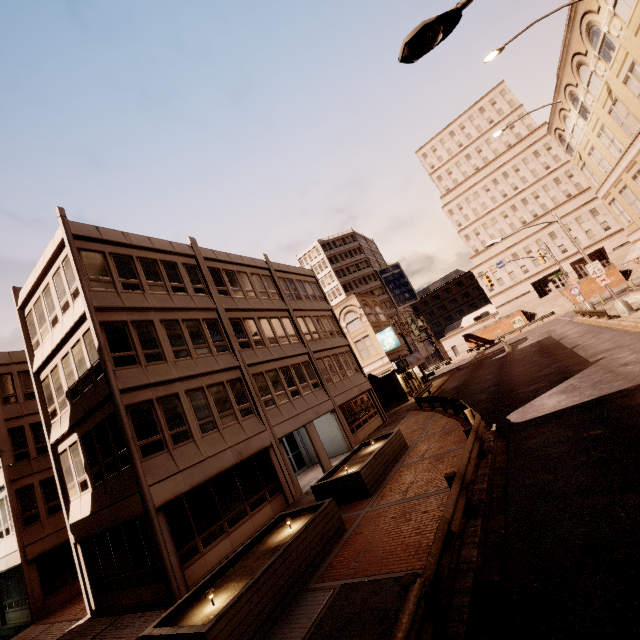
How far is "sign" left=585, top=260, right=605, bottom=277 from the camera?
23.78m

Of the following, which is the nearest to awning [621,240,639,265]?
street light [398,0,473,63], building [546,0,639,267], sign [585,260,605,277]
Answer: building [546,0,639,267]

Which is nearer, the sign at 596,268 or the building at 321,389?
the building at 321,389

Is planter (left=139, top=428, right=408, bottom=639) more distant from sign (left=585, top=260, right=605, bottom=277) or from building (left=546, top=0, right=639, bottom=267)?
sign (left=585, top=260, right=605, bottom=277)

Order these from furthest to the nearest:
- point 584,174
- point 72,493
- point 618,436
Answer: point 584,174 < point 72,493 < point 618,436

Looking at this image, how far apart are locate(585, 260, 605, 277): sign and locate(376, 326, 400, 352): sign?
16.9m

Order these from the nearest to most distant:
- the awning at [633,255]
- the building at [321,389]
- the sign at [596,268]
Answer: the building at [321,389] → the sign at [596,268] → the awning at [633,255]

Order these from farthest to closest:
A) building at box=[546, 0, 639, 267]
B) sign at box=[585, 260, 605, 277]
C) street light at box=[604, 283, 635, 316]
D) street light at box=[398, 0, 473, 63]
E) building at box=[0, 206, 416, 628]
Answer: sign at box=[585, 260, 605, 277], street light at box=[604, 283, 635, 316], building at box=[546, 0, 639, 267], building at box=[0, 206, 416, 628], street light at box=[398, 0, 473, 63]
